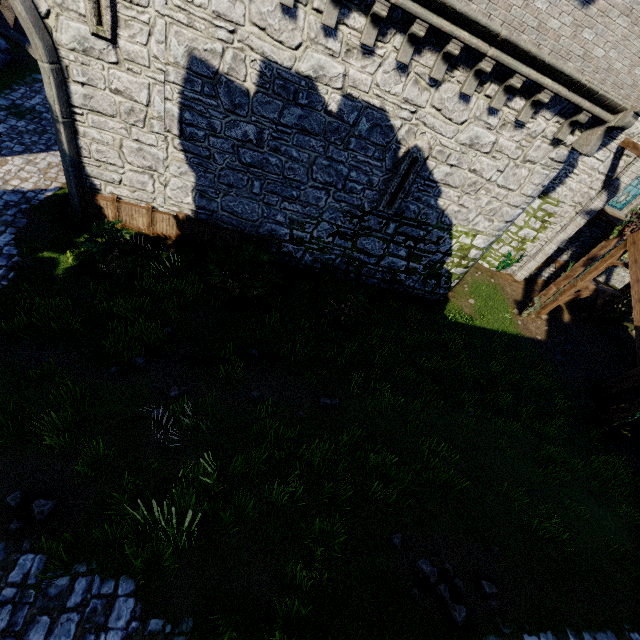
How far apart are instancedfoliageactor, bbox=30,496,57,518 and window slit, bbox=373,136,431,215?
11.0m

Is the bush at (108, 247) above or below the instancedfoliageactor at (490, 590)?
below

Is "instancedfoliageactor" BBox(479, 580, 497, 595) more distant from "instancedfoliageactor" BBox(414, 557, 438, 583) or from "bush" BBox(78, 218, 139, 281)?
"bush" BBox(78, 218, 139, 281)

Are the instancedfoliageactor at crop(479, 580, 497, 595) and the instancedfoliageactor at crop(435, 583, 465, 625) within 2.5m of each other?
yes

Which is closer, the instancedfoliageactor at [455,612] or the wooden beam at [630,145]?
the instancedfoliageactor at [455,612]

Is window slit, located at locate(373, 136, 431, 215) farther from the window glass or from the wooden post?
the window glass

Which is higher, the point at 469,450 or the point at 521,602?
the point at 521,602

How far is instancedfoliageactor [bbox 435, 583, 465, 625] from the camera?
5.10m
